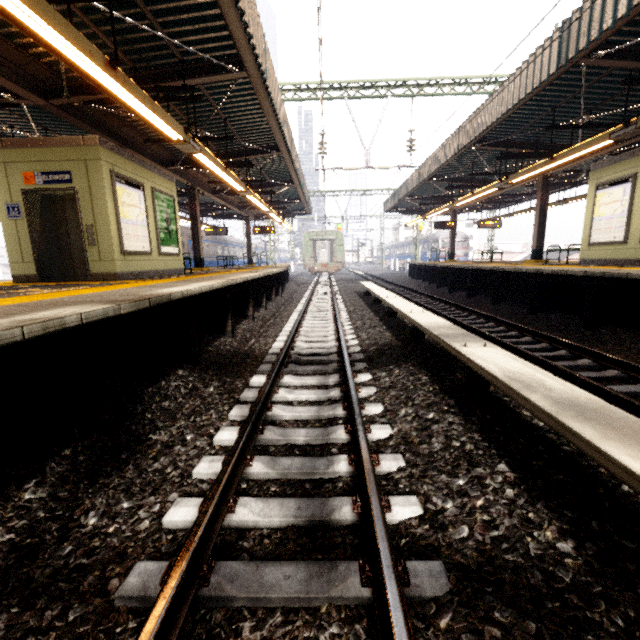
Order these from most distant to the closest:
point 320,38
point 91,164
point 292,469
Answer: point 91,164 < point 320,38 < point 292,469

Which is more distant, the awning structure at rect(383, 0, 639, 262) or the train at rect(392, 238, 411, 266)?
the train at rect(392, 238, 411, 266)

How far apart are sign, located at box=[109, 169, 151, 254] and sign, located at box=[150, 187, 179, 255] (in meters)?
0.30

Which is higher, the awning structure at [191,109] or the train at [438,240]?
the awning structure at [191,109]

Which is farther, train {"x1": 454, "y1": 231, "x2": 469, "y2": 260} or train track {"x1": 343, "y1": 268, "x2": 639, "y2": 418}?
train {"x1": 454, "y1": 231, "x2": 469, "y2": 260}

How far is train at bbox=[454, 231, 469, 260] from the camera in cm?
3609

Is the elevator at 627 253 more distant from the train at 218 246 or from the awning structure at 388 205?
the train at 218 246
